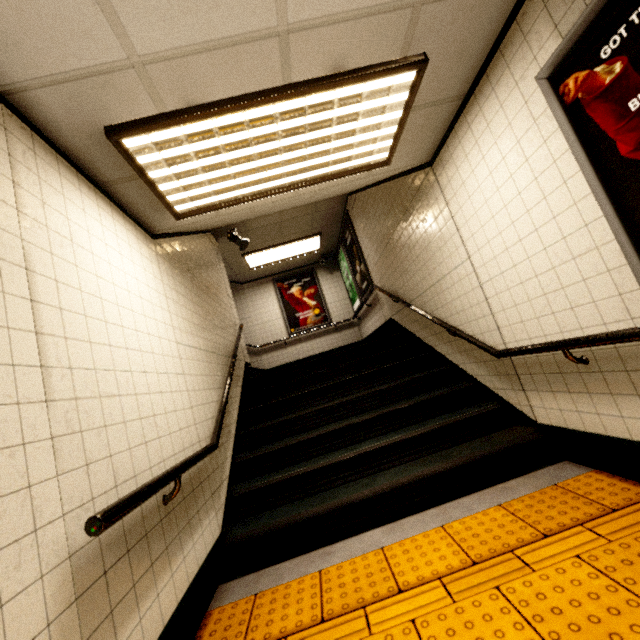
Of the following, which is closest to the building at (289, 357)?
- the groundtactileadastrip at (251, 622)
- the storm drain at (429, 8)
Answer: the storm drain at (429, 8)

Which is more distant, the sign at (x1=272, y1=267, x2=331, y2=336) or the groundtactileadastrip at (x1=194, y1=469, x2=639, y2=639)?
the sign at (x1=272, y1=267, x2=331, y2=336)

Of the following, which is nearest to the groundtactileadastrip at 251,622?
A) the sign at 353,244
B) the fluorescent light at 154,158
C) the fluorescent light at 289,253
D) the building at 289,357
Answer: the fluorescent light at 154,158

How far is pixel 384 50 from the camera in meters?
1.9 m

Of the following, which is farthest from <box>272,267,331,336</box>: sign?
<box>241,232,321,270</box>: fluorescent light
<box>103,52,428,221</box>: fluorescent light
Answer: <box>103,52,428,221</box>: fluorescent light

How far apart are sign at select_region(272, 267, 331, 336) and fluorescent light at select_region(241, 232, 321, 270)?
0.86m

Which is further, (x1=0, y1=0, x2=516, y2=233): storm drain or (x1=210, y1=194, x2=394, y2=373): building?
(x1=210, y1=194, x2=394, y2=373): building

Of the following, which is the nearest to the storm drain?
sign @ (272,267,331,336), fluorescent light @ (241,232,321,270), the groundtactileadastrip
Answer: the groundtactileadastrip
